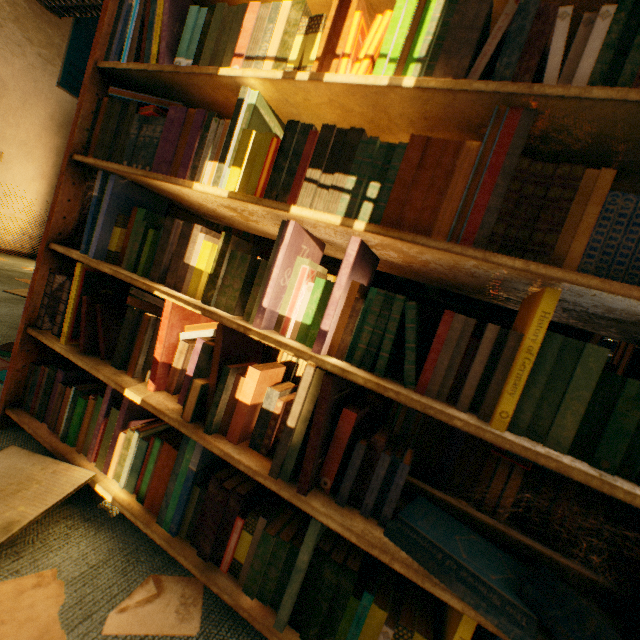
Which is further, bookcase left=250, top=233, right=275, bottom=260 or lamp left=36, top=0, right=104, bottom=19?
lamp left=36, top=0, right=104, bottom=19

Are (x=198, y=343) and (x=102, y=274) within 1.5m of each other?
yes

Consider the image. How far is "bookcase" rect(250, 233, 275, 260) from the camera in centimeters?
220cm

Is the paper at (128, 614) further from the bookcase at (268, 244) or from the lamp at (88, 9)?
the lamp at (88, 9)

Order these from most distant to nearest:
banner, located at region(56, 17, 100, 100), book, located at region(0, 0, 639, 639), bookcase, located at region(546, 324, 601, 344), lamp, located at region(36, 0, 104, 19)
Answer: banner, located at region(56, 17, 100, 100) < lamp, located at region(36, 0, 104, 19) < bookcase, located at region(546, 324, 601, 344) < book, located at region(0, 0, 639, 639)

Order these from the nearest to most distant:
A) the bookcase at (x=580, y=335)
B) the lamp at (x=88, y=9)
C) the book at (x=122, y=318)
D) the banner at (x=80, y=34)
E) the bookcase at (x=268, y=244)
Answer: the book at (x=122, y=318), the bookcase at (x=580, y=335), the bookcase at (x=268, y=244), the lamp at (x=88, y=9), the banner at (x=80, y=34)

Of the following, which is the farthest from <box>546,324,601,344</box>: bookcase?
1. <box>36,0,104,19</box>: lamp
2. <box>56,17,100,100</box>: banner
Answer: <box>56,17,100,100</box>: banner

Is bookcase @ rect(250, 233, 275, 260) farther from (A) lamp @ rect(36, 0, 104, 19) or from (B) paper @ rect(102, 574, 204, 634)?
(A) lamp @ rect(36, 0, 104, 19)
